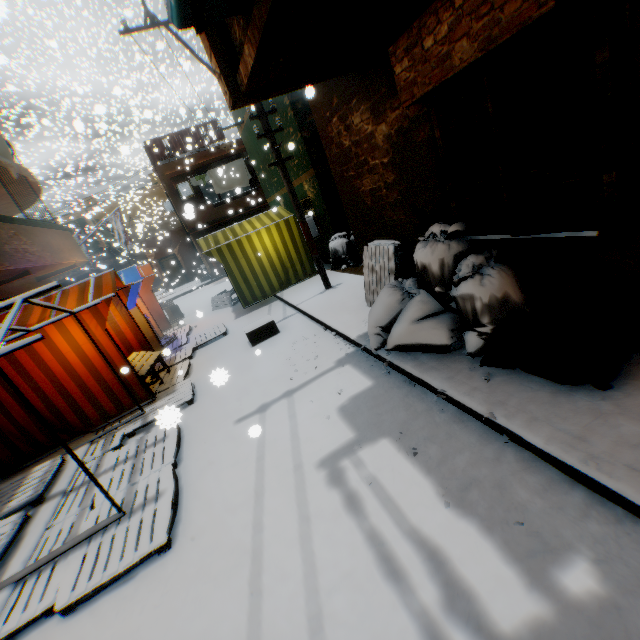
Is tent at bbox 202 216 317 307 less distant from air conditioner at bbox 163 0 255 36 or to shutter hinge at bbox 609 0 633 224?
air conditioner at bbox 163 0 255 36

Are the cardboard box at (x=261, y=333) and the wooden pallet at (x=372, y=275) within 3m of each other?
yes

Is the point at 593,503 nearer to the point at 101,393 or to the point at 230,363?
the point at 230,363

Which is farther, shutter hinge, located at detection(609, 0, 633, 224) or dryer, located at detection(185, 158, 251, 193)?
dryer, located at detection(185, 158, 251, 193)

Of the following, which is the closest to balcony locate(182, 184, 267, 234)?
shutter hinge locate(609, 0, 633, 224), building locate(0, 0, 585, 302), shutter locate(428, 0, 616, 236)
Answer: building locate(0, 0, 585, 302)

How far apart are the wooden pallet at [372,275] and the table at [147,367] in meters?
3.8 m

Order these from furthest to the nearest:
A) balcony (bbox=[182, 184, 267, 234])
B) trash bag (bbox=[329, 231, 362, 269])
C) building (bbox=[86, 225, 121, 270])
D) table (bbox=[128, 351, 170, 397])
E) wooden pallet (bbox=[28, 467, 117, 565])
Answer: building (bbox=[86, 225, 121, 270])
balcony (bbox=[182, 184, 267, 234])
trash bag (bbox=[329, 231, 362, 269])
table (bbox=[128, 351, 170, 397])
wooden pallet (bbox=[28, 467, 117, 565])

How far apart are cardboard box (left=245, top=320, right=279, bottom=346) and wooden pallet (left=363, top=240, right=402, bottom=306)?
1.8m
